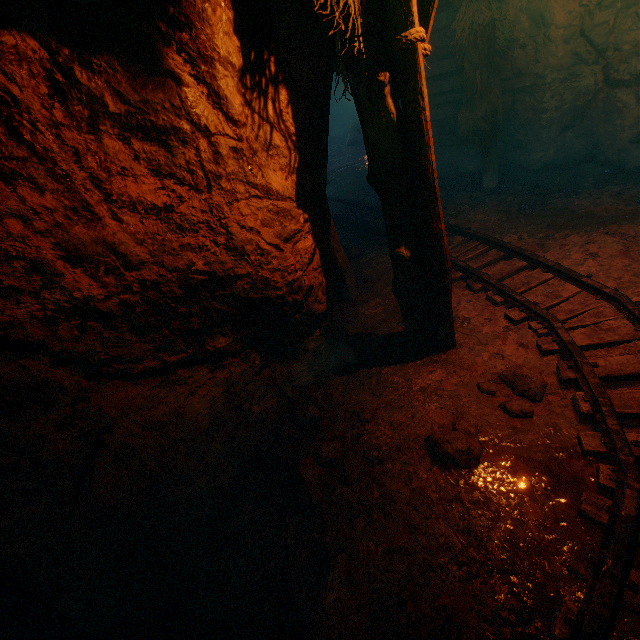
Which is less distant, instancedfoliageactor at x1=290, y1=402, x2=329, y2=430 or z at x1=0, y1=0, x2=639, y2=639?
z at x1=0, y1=0, x2=639, y2=639

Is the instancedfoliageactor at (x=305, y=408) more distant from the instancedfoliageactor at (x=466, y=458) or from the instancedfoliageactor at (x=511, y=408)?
the instancedfoliageactor at (x=511, y=408)

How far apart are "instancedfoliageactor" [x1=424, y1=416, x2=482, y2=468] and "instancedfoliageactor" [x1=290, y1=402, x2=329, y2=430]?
1.08m

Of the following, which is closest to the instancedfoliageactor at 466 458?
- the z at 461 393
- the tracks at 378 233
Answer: the z at 461 393

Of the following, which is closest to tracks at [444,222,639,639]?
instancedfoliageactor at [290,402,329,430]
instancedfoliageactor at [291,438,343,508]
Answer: instancedfoliageactor at [291,438,343,508]

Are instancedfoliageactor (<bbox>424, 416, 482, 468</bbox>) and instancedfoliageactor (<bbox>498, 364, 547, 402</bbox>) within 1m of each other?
yes

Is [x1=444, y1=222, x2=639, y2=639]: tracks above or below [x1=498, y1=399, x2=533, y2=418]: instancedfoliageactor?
above

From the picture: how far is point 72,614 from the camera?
2.3m
